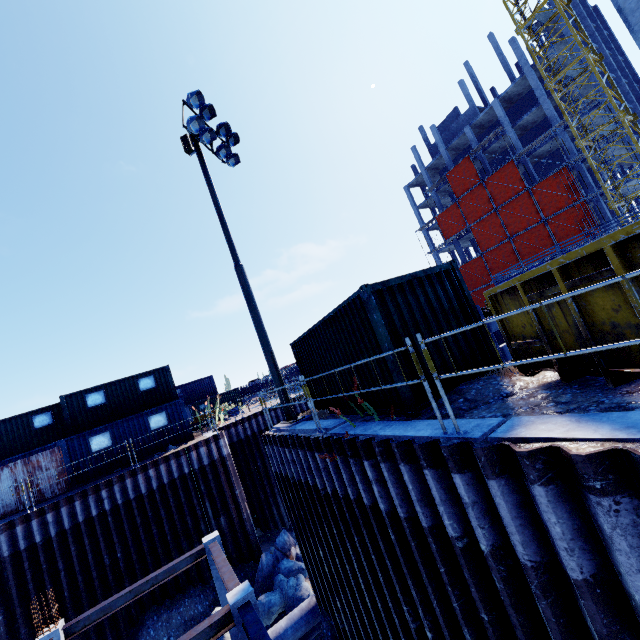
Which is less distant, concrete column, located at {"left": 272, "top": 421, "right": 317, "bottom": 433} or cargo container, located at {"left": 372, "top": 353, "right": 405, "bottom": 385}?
cargo container, located at {"left": 372, "top": 353, "right": 405, "bottom": 385}

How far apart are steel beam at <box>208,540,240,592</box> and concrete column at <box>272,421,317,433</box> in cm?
402

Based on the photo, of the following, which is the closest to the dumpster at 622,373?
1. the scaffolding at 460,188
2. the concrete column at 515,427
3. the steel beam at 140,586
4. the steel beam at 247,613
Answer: the concrete column at 515,427

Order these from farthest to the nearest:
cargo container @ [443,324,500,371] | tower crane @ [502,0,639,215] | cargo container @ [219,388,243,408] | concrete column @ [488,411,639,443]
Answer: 1. cargo container @ [219,388,243,408]
2. tower crane @ [502,0,639,215]
3. cargo container @ [443,324,500,371]
4. concrete column @ [488,411,639,443]

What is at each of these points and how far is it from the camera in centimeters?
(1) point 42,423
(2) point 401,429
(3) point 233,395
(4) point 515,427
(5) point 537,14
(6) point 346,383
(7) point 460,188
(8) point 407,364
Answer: (1) cargo container, 2019cm
(2) concrete column, 534cm
(3) cargo container, 3994cm
(4) concrete column, 371cm
(5) tower crane, 2353cm
(6) cargo container, 809cm
(7) scaffolding, 4216cm
(8) cargo container, 609cm

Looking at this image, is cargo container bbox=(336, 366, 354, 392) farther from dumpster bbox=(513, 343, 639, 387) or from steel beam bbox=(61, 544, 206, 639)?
steel beam bbox=(61, 544, 206, 639)

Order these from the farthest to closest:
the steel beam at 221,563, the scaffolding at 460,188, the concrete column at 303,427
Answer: the scaffolding at 460,188
the steel beam at 221,563
the concrete column at 303,427

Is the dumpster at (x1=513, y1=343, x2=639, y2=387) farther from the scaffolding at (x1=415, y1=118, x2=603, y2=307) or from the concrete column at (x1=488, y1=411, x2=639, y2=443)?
the scaffolding at (x1=415, y1=118, x2=603, y2=307)
